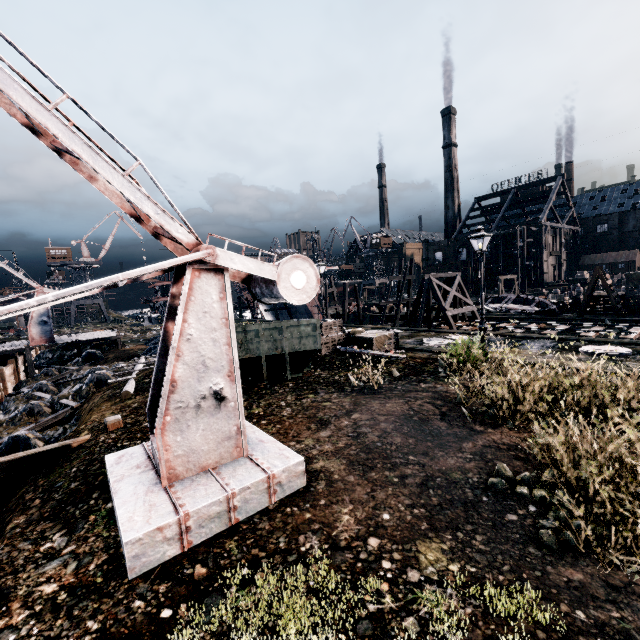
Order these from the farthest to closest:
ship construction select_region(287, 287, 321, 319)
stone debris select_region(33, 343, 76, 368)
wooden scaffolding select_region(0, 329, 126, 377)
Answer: ship construction select_region(287, 287, 321, 319) < stone debris select_region(33, 343, 76, 368) < wooden scaffolding select_region(0, 329, 126, 377)

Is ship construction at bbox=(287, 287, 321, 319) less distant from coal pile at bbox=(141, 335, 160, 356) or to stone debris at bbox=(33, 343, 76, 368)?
coal pile at bbox=(141, 335, 160, 356)

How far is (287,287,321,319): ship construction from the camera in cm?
4067

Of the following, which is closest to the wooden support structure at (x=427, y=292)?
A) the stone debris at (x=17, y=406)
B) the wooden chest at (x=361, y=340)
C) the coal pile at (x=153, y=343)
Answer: the wooden chest at (x=361, y=340)

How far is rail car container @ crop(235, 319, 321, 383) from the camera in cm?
1145

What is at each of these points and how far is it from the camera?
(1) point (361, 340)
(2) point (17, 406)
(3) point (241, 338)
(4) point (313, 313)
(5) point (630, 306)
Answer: (1) wooden chest, 17.4 meters
(2) stone debris, 17.6 meters
(3) rail car container, 11.4 meters
(4) ship construction, 41.9 meters
(5) wooden chest, 26.5 meters

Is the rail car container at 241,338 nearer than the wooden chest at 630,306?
Yes

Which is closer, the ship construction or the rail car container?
the rail car container
